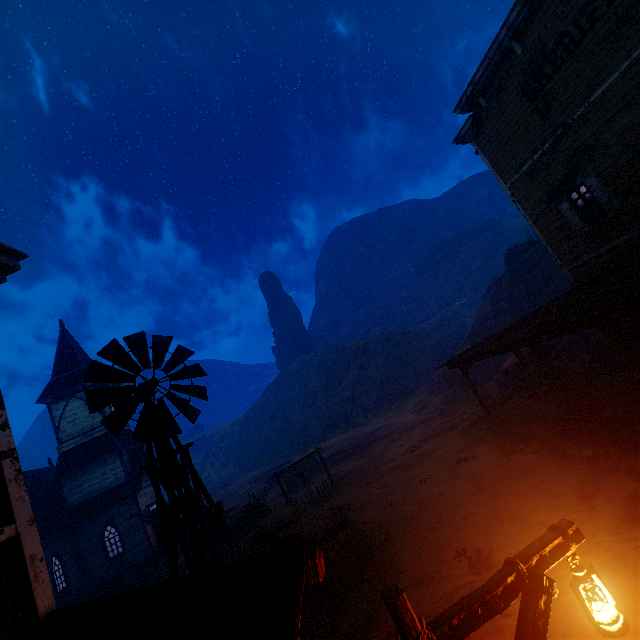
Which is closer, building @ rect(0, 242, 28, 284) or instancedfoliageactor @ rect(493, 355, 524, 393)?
building @ rect(0, 242, 28, 284)

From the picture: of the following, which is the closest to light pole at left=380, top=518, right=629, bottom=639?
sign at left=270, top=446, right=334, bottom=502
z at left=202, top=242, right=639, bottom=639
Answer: z at left=202, top=242, right=639, bottom=639

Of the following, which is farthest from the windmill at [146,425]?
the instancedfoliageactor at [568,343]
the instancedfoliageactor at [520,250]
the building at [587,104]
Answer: the instancedfoliageactor at [520,250]

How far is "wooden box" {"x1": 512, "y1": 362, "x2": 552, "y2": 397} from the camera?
13.4 meters

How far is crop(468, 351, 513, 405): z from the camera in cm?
2067

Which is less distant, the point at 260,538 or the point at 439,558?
the point at 439,558

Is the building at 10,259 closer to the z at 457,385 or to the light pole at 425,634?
the z at 457,385

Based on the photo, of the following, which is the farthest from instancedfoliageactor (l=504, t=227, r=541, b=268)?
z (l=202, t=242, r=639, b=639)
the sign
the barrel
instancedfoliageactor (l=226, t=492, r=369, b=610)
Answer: instancedfoliageactor (l=226, t=492, r=369, b=610)
